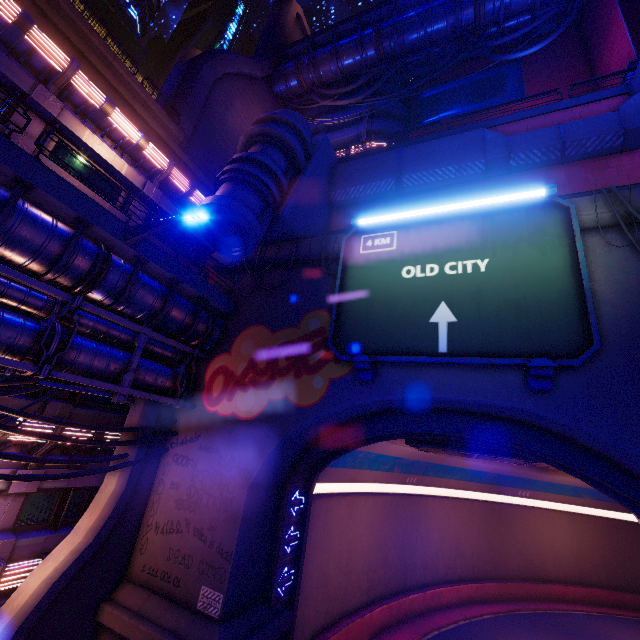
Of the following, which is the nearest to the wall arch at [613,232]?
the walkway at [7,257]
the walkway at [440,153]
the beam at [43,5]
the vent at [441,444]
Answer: the walkway at [7,257]

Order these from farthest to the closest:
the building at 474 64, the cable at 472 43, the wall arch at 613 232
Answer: the building at 474 64
the cable at 472 43
the wall arch at 613 232

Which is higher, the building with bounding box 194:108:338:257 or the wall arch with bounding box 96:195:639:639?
the building with bounding box 194:108:338:257

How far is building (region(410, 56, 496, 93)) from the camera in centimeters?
2978cm

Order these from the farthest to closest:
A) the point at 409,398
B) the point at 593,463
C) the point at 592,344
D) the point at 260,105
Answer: the point at 260,105 < the point at 409,398 < the point at 593,463 < the point at 592,344

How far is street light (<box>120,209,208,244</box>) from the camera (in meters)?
9.26

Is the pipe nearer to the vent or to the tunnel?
the tunnel

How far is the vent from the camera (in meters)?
13.36
